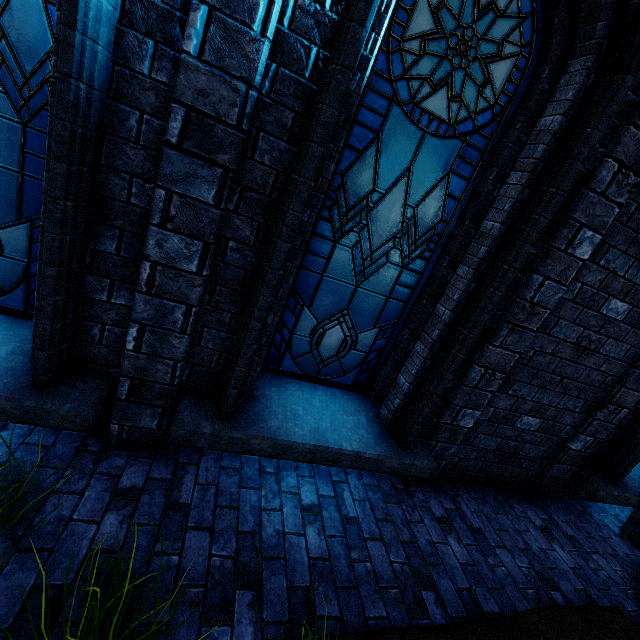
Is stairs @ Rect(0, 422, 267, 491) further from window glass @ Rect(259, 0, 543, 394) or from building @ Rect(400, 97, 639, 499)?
window glass @ Rect(259, 0, 543, 394)

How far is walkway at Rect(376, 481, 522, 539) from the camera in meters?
3.1 m

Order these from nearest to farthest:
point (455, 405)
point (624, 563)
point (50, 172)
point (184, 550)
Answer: point (50, 172), point (184, 550), point (455, 405), point (624, 563)

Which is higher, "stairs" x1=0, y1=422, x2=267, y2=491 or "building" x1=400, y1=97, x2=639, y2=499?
"building" x1=400, y1=97, x2=639, y2=499

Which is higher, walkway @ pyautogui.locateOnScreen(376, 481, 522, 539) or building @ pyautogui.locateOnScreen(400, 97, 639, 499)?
building @ pyautogui.locateOnScreen(400, 97, 639, 499)

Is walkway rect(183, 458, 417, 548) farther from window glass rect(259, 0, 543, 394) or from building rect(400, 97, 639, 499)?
window glass rect(259, 0, 543, 394)

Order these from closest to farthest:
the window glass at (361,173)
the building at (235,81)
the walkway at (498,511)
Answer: the building at (235,81)
the window glass at (361,173)
the walkway at (498,511)

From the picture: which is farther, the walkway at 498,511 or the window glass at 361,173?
the walkway at 498,511
